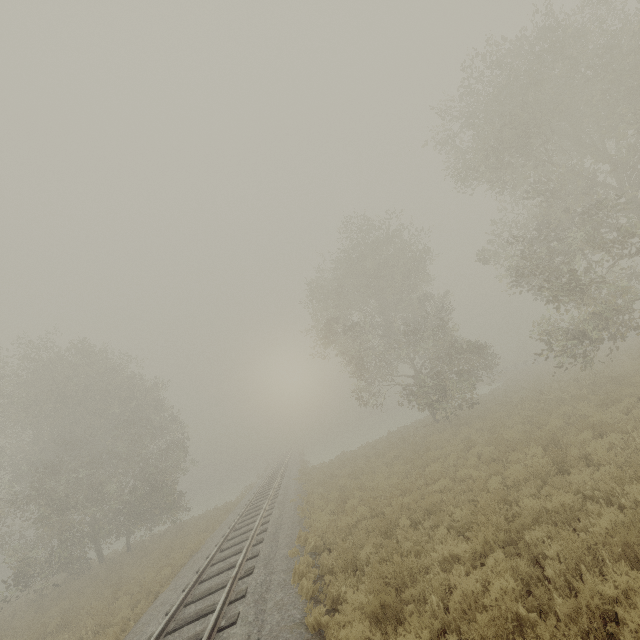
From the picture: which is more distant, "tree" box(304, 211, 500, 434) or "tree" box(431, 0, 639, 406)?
"tree" box(304, 211, 500, 434)

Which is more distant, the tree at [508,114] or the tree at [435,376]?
the tree at [435,376]

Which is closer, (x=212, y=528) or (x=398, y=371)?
(x=212, y=528)

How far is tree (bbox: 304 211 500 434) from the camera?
21.5m

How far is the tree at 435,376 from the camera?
21.47m
